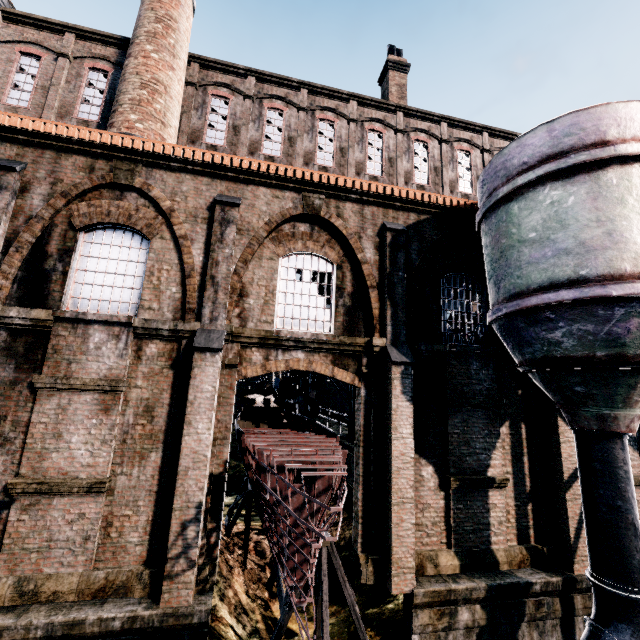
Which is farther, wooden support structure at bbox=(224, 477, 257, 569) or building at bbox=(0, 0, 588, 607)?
wooden support structure at bbox=(224, 477, 257, 569)

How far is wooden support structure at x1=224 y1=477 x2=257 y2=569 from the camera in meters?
11.2

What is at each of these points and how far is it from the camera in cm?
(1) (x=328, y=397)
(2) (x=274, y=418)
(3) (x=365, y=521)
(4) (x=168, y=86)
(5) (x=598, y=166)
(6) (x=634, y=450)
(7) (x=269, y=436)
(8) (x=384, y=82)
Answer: (1) building, 2931
(2) wood pile, 1277
(3) building, 966
(4) chimney, 1398
(5) silo, 783
(6) building, 1208
(7) ship construction, 1062
(8) chimney, 2150

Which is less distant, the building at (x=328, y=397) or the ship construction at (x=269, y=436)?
the ship construction at (x=269, y=436)

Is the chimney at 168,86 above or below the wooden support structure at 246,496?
above

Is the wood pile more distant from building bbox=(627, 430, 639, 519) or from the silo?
the silo

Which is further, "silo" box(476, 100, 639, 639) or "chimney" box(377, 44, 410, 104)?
"chimney" box(377, 44, 410, 104)

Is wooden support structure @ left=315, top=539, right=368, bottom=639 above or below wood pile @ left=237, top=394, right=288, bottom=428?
below
